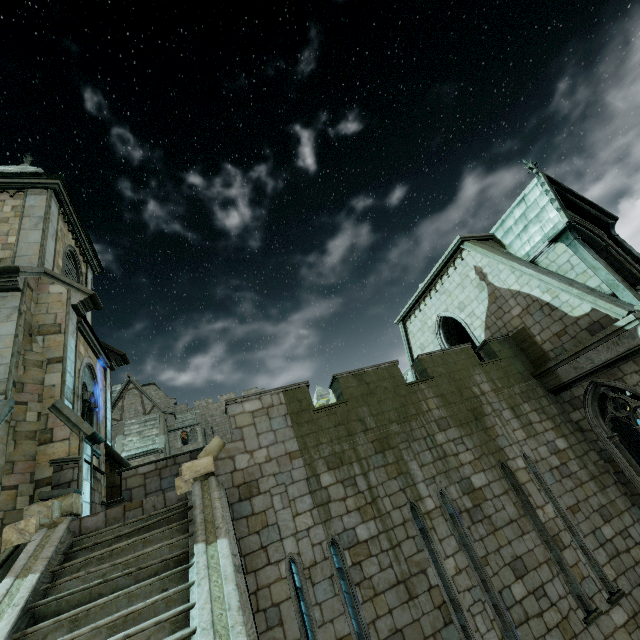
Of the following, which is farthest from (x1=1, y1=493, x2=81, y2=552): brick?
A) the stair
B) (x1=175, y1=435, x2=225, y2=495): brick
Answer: (x1=175, y1=435, x2=225, y2=495): brick

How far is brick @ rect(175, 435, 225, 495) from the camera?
7.15m

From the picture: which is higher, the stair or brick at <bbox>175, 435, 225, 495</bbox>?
brick at <bbox>175, 435, 225, 495</bbox>

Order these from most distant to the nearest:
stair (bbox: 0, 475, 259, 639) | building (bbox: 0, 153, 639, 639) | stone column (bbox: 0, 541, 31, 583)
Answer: building (bbox: 0, 153, 639, 639)
stone column (bbox: 0, 541, 31, 583)
stair (bbox: 0, 475, 259, 639)

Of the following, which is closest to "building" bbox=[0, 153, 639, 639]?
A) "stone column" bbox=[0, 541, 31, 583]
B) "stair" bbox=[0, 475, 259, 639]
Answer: "stair" bbox=[0, 475, 259, 639]

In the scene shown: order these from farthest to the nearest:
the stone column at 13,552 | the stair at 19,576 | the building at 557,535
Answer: the building at 557,535, the stone column at 13,552, the stair at 19,576

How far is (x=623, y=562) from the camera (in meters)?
8.50

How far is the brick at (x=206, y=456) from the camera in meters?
7.1 m
